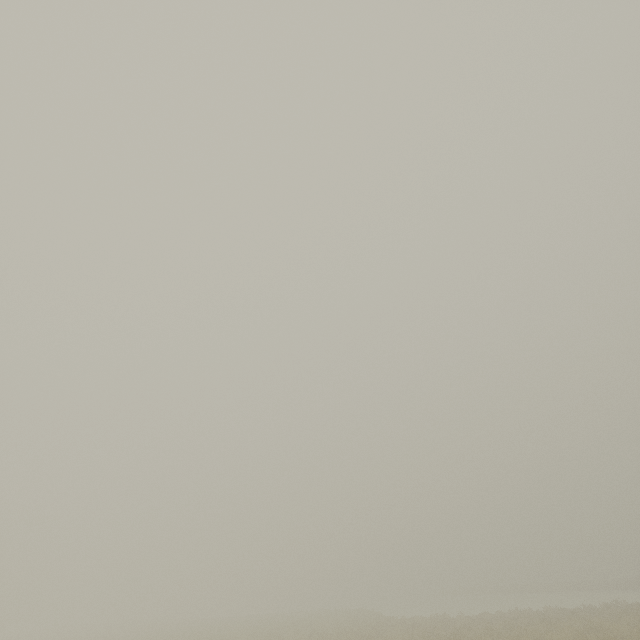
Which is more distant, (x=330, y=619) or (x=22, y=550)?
(x=22, y=550)
